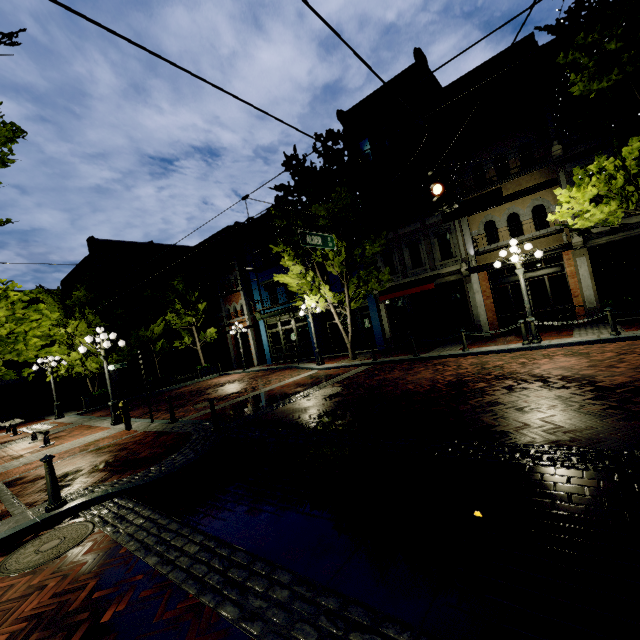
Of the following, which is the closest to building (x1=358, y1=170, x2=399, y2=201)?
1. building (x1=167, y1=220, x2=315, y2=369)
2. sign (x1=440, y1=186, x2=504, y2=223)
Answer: building (x1=167, y1=220, x2=315, y2=369)

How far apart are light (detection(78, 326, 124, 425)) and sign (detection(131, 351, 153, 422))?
1.9m

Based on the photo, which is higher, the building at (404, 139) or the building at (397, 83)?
the building at (397, 83)

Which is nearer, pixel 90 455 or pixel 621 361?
pixel 621 361

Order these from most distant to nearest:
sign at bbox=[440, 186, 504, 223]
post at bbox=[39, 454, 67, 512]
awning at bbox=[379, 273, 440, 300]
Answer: awning at bbox=[379, 273, 440, 300] < sign at bbox=[440, 186, 504, 223] < post at bbox=[39, 454, 67, 512]

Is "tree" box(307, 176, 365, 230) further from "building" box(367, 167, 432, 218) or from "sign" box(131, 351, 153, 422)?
"sign" box(131, 351, 153, 422)

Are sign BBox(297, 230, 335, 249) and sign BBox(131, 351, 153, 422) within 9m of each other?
yes

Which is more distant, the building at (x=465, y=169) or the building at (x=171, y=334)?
the building at (x=171, y=334)
